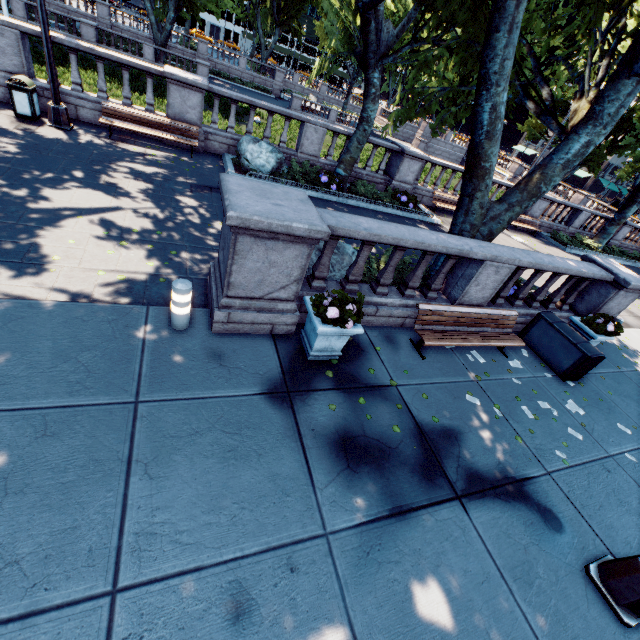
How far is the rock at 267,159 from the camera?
11.9m

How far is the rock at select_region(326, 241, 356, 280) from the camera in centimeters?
717cm

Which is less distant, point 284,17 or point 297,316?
point 297,316

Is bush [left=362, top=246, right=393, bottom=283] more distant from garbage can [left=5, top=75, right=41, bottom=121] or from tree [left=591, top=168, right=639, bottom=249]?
garbage can [left=5, top=75, right=41, bottom=121]

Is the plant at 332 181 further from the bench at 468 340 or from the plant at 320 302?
the plant at 320 302

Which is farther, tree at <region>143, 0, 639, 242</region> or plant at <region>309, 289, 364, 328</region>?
tree at <region>143, 0, 639, 242</region>

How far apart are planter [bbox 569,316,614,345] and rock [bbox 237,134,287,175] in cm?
1073

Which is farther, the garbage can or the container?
the garbage can
